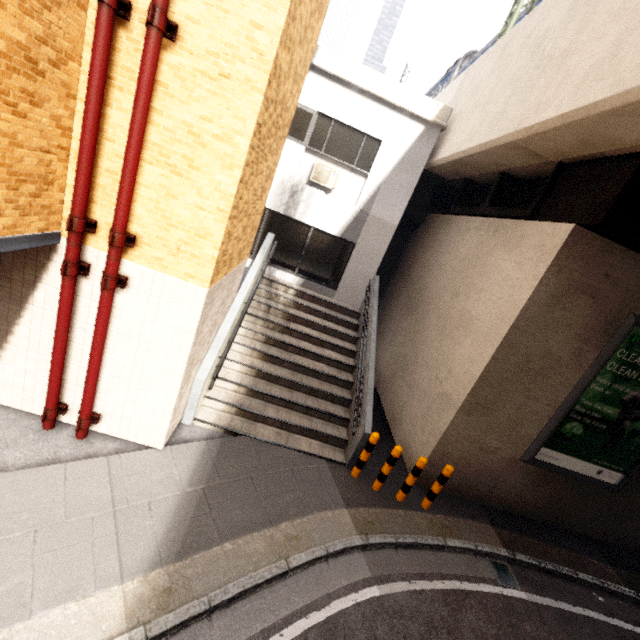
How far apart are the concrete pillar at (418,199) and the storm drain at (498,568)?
9.55m

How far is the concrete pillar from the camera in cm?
1176

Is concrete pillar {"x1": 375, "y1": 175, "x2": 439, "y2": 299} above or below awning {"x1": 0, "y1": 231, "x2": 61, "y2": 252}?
above

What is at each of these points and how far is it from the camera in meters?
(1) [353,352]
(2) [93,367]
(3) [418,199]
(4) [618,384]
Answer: (1) stairs, 8.9
(2) pipe, 4.6
(3) concrete pillar, 11.9
(4) sign, 6.3

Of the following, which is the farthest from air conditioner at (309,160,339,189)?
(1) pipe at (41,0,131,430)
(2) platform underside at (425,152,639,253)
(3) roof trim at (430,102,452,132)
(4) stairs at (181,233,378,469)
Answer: (1) pipe at (41,0,131,430)

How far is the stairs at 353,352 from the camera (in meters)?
6.63

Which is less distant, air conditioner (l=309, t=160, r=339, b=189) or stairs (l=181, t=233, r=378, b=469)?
stairs (l=181, t=233, r=378, b=469)

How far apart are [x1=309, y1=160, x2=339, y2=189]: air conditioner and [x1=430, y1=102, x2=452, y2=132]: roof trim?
2.9m
